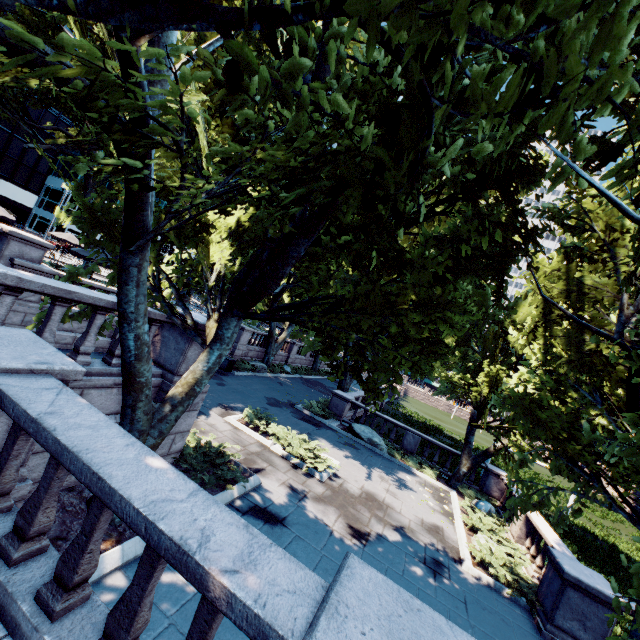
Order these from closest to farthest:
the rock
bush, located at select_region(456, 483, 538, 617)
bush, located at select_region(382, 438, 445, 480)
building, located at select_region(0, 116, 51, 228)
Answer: bush, located at select_region(456, 483, 538, 617) < bush, located at select_region(382, 438, 445, 480) < the rock < building, located at select_region(0, 116, 51, 228)

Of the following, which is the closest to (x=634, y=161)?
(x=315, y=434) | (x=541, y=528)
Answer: (x=541, y=528)

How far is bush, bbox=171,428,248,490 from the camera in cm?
833

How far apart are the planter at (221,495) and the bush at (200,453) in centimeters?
1cm

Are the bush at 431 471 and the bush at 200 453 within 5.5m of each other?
no

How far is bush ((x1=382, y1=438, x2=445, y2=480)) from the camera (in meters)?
17.97

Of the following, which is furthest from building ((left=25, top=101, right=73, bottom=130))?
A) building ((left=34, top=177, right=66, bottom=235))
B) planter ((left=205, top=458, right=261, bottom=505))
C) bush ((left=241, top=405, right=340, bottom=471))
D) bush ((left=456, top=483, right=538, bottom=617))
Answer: bush ((left=456, top=483, right=538, bottom=617))

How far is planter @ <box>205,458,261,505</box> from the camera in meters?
8.1 m
